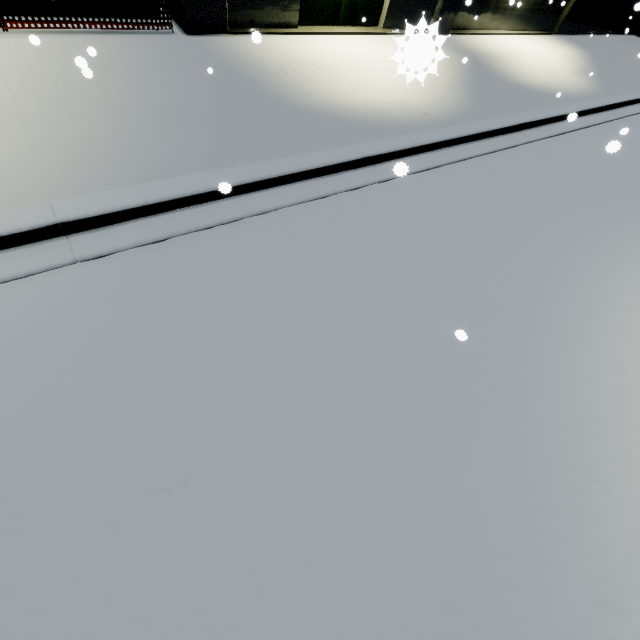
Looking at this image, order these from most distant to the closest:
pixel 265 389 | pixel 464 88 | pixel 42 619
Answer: pixel 464 88
pixel 265 389
pixel 42 619

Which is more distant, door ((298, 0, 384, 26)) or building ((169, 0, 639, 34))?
door ((298, 0, 384, 26))

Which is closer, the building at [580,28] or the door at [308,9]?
the building at [580,28]
